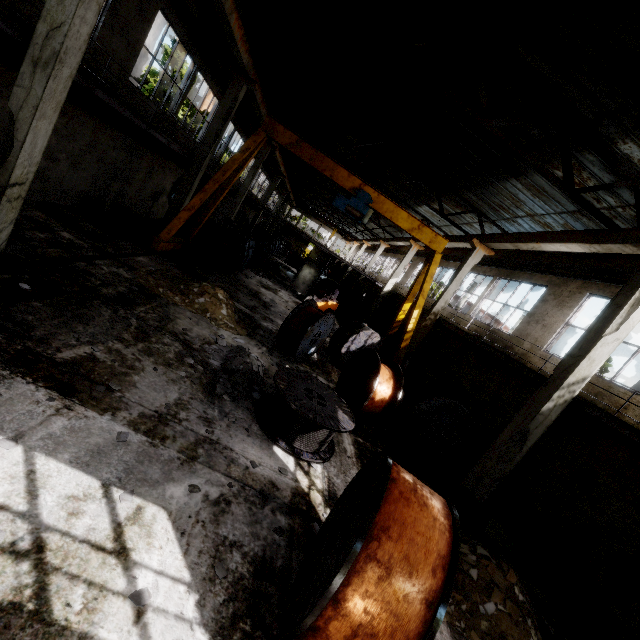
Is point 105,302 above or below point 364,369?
below

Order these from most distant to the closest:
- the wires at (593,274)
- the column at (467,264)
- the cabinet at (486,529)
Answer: the column at (467,264) → the wires at (593,274) → the cabinet at (486,529)

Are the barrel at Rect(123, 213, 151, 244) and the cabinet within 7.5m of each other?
no

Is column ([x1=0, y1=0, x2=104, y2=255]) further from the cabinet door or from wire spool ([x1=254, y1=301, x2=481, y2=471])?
the cabinet door

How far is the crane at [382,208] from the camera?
12.6 meters

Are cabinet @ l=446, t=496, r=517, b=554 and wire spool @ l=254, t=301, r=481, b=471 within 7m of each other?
yes

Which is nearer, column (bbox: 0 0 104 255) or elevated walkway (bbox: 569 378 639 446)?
column (bbox: 0 0 104 255)

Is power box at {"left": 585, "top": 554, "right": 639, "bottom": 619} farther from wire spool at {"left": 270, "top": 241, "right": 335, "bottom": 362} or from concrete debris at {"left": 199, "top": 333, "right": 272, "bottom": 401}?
wire spool at {"left": 270, "top": 241, "right": 335, "bottom": 362}
